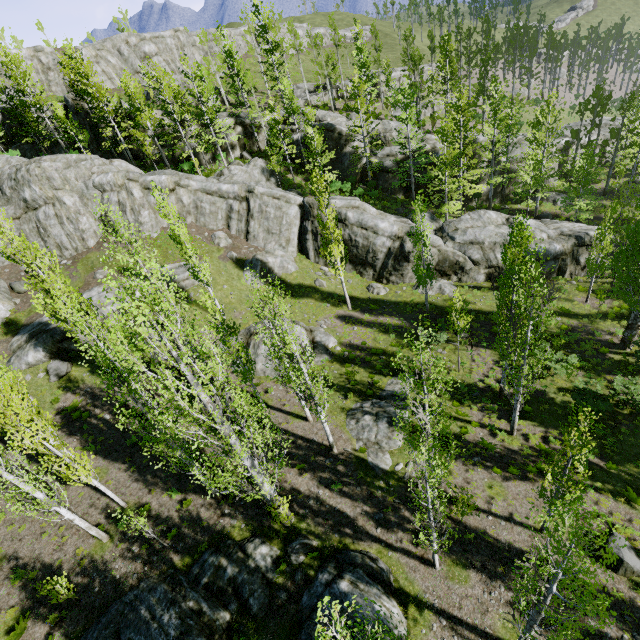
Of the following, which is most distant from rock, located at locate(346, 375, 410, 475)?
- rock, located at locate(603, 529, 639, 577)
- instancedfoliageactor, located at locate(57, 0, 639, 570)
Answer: rock, located at locate(603, 529, 639, 577)

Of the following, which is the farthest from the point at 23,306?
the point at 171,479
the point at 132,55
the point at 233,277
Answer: the point at 132,55

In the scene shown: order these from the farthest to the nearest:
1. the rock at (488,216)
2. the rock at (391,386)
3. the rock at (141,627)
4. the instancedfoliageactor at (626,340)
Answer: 1. the rock at (488,216)
2. the rock at (391,386)
3. the instancedfoliageactor at (626,340)
4. the rock at (141,627)

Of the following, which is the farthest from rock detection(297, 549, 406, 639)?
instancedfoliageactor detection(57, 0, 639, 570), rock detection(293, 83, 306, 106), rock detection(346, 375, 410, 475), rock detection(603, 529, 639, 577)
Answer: rock detection(293, 83, 306, 106)

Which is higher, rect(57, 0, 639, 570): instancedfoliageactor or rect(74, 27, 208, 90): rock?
rect(74, 27, 208, 90): rock

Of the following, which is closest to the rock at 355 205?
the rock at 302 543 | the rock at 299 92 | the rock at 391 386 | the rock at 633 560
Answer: the rock at 391 386

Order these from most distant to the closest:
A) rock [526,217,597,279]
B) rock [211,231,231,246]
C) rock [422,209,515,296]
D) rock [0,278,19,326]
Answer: rock [211,231,231,246] → rock [422,209,515,296] → rock [526,217,597,279] → rock [0,278,19,326]

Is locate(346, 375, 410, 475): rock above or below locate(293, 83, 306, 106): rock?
below
